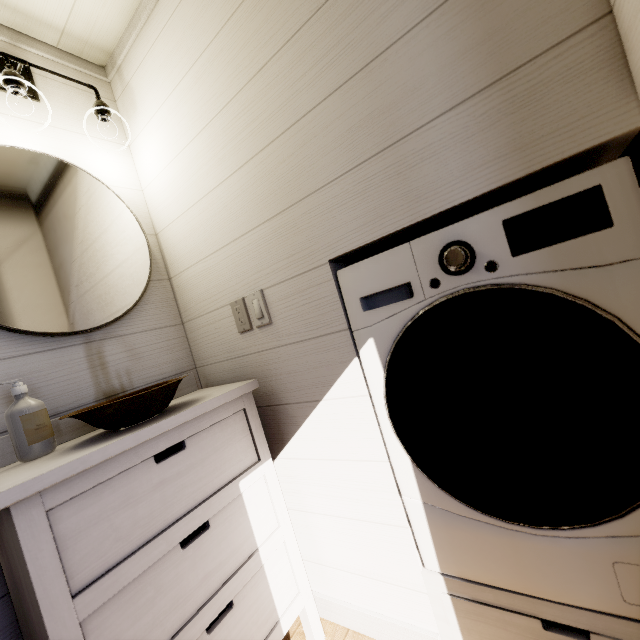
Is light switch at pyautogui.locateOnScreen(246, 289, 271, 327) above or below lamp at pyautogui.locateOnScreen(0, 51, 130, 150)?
below

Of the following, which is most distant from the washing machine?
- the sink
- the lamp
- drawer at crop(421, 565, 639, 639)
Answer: the lamp

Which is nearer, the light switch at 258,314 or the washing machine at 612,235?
the washing machine at 612,235

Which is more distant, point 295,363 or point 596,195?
point 295,363

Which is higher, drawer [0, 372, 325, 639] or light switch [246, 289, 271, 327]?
light switch [246, 289, 271, 327]

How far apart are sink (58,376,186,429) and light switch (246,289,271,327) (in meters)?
0.32

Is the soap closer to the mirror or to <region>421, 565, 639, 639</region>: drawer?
the mirror

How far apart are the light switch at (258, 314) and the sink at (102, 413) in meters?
0.3
